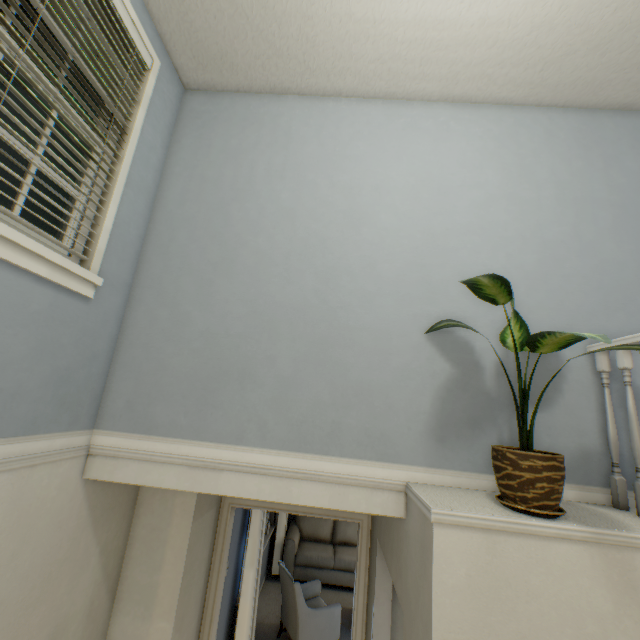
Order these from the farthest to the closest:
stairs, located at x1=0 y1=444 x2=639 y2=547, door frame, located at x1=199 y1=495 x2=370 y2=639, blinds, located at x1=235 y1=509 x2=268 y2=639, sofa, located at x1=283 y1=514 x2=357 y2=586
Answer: sofa, located at x1=283 y1=514 x2=357 y2=586 → blinds, located at x1=235 y1=509 x2=268 y2=639 → door frame, located at x1=199 y1=495 x2=370 y2=639 → stairs, located at x1=0 y1=444 x2=639 y2=547

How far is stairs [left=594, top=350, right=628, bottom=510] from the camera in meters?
1.5

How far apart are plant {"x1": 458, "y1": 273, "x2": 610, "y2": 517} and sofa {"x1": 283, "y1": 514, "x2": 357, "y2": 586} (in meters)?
5.36

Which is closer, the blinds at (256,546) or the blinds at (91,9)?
the blinds at (91,9)

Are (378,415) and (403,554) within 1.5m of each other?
yes

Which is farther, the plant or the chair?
the chair

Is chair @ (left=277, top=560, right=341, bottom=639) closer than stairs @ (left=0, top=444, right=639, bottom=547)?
No

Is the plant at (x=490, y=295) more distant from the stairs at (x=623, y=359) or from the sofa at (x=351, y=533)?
the sofa at (x=351, y=533)
